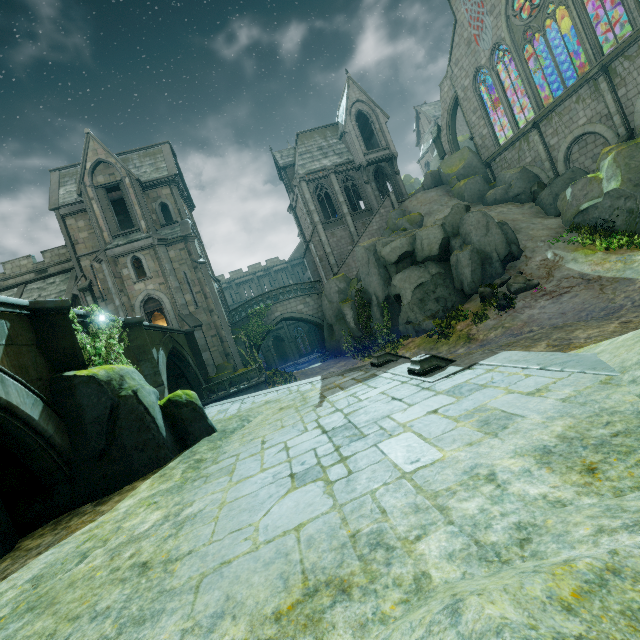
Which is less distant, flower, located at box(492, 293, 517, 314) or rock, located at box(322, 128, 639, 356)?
flower, located at box(492, 293, 517, 314)

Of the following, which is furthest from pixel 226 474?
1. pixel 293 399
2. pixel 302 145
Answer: pixel 302 145

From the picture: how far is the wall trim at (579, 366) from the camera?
4.72m

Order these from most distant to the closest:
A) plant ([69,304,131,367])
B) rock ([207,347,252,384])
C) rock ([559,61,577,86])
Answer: rock ([559,61,577,86]) < rock ([207,347,252,384]) < plant ([69,304,131,367])

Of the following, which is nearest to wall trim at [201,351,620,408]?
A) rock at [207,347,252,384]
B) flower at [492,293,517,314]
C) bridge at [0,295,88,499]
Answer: bridge at [0,295,88,499]

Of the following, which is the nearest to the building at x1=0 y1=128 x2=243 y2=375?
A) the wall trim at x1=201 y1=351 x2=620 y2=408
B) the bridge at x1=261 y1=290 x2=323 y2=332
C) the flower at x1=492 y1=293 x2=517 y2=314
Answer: the bridge at x1=261 y1=290 x2=323 y2=332

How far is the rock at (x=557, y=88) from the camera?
30.5m

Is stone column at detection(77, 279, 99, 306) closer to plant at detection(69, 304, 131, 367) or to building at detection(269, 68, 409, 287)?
building at detection(269, 68, 409, 287)
